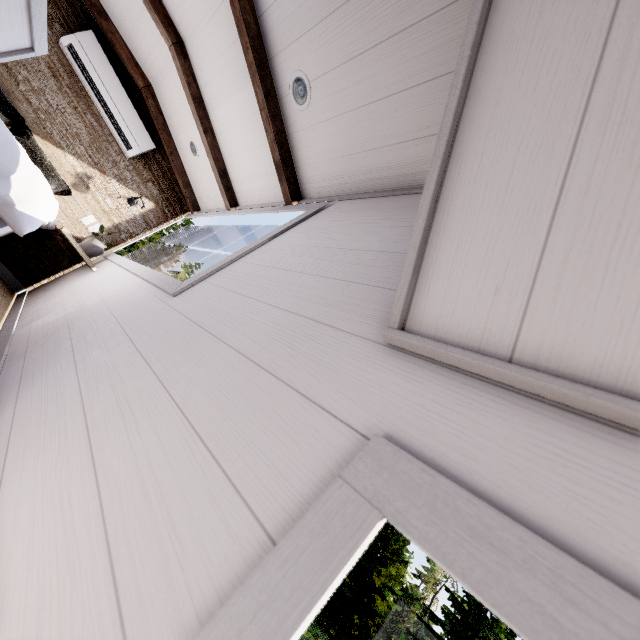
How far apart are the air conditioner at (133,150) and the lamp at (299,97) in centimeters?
253cm

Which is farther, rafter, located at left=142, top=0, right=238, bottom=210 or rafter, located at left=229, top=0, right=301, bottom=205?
rafter, located at left=142, top=0, right=238, bottom=210

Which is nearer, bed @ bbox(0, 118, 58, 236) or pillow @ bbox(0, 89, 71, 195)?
bed @ bbox(0, 118, 58, 236)

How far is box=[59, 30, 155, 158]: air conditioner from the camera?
3.3m

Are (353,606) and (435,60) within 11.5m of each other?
no

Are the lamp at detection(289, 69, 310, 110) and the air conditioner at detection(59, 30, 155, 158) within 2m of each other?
no

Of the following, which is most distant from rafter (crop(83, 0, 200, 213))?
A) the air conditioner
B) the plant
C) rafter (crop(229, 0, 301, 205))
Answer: rafter (crop(229, 0, 301, 205))

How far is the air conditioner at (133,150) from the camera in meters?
3.3 m
